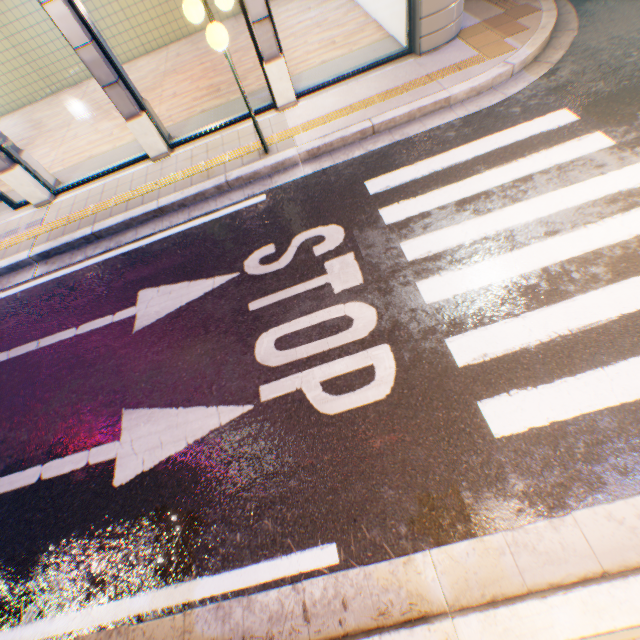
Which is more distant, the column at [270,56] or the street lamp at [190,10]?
the column at [270,56]

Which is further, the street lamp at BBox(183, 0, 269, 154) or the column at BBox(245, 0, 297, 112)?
the column at BBox(245, 0, 297, 112)

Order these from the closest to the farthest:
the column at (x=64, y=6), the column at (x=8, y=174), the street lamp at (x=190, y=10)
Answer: the street lamp at (x=190, y=10) < the column at (x=64, y=6) < the column at (x=8, y=174)

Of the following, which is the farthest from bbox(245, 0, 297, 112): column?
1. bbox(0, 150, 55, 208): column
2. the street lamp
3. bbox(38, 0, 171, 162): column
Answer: bbox(0, 150, 55, 208): column

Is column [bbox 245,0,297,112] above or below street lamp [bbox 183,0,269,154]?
below

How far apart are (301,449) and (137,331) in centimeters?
311cm

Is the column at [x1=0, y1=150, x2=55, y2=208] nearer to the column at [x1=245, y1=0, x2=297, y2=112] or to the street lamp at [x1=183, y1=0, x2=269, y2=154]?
the street lamp at [x1=183, y1=0, x2=269, y2=154]

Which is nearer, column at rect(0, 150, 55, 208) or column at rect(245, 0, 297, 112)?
column at rect(245, 0, 297, 112)
